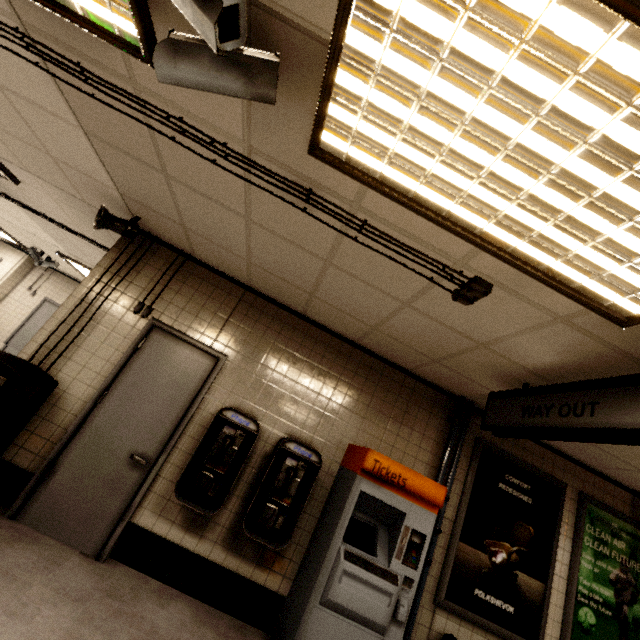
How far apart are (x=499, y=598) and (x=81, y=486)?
4.44m

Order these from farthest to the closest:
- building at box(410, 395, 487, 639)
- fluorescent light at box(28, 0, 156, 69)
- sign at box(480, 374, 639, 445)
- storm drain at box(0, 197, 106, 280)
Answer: storm drain at box(0, 197, 106, 280) < building at box(410, 395, 487, 639) < sign at box(480, 374, 639, 445) < fluorescent light at box(28, 0, 156, 69)

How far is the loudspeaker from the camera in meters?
3.4

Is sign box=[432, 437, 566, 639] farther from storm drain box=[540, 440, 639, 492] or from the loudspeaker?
the loudspeaker

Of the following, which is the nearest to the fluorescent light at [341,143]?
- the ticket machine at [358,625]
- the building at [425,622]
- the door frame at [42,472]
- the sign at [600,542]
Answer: the building at [425,622]

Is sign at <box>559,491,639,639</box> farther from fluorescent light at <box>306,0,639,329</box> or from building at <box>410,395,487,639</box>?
fluorescent light at <box>306,0,639,329</box>

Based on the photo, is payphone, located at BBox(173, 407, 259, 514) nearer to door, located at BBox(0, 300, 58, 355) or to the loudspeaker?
the loudspeaker

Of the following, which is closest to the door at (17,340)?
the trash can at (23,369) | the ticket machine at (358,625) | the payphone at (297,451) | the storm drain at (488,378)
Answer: the storm drain at (488,378)
